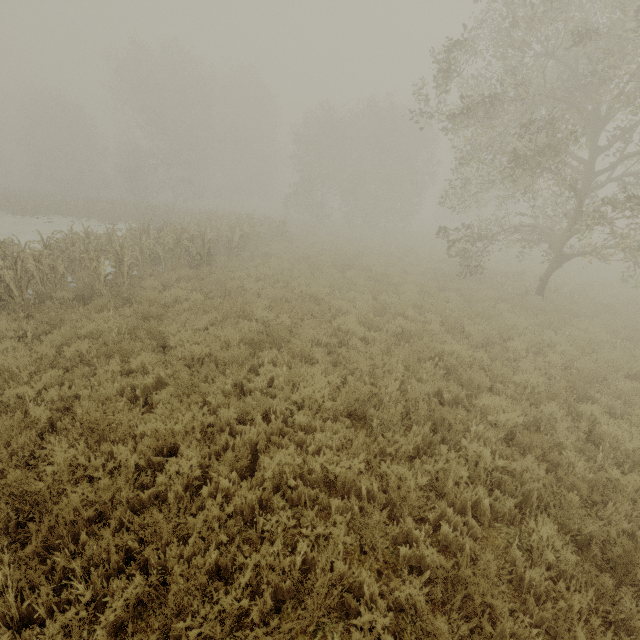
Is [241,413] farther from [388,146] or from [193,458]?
[388,146]
